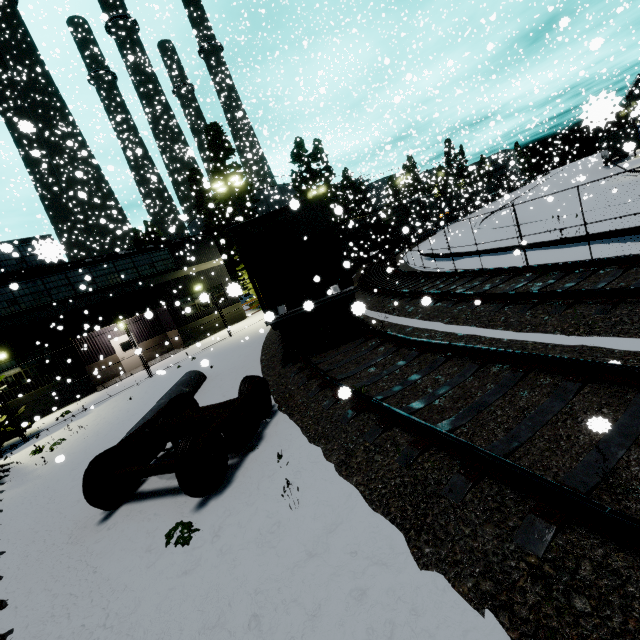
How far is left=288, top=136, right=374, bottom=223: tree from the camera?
37.28m

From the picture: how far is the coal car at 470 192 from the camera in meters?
40.7

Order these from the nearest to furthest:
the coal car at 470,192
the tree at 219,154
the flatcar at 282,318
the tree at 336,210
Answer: the flatcar at 282,318
the tree at 219,154
the tree at 336,210
the coal car at 470,192

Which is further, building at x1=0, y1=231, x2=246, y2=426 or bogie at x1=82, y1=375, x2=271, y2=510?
building at x1=0, y1=231, x2=246, y2=426

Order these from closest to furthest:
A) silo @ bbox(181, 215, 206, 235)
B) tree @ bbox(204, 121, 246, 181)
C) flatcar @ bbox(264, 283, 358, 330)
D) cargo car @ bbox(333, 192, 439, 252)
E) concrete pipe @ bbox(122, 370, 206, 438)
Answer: concrete pipe @ bbox(122, 370, 206, 438) → flatcar @ bbox(264, 283, 358, 330) → tree @ bbox(204, 121, 246, 181) → cargo car @ bbox(333, 192, 439, 252) → silo @ bbox(181, 215, 206, 235)

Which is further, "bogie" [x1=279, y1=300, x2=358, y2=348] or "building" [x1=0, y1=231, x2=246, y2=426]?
"building" [x1=0, y1=231, x2=246, y2=426]

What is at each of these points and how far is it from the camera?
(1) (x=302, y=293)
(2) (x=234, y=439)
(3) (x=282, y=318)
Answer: (1) coal car, 9.9m
(2) bogie, 5.5m
(3) flatcar, 9.3m

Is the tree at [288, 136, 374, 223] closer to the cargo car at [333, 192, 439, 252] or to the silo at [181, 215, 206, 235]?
the silo at [181, 215, 206, 235]
